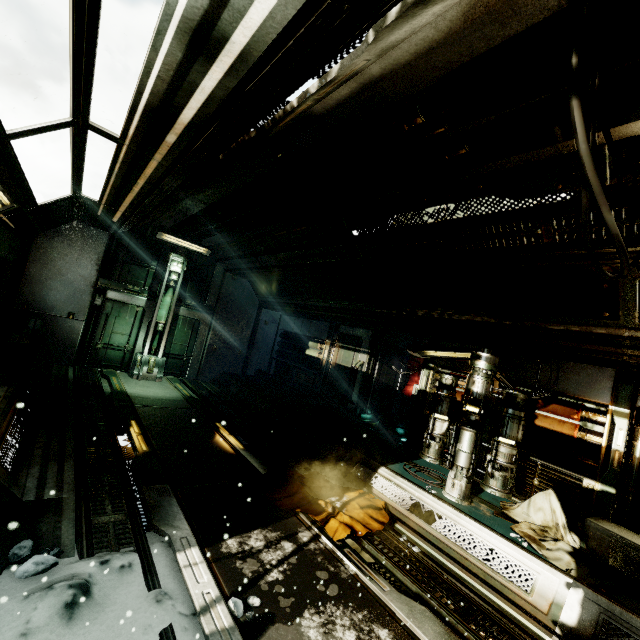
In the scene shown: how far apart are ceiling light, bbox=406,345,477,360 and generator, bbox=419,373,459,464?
0.57m

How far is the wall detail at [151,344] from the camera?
9.77m

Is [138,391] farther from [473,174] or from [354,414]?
[473,174]

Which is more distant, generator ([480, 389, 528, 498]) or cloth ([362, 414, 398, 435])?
cloth ([362, 414, 398, 435])

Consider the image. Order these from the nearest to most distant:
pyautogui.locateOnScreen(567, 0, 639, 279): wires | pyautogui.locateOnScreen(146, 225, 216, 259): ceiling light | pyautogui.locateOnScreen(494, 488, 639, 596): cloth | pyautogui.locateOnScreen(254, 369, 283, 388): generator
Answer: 1. pyautogui.locateOnScreen(567, 0, 639, 279): wires
2. pyautogui.locateOnScreen(494, 488, 639, 596): cloth
3. pyautogui.locateOnScreen(146, 225, 216, 259): ceiling light
4. pyautogui.locateOnScreen(254, 369, 283, 388): generator

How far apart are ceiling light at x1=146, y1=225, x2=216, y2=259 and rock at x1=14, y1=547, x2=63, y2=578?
8.62m

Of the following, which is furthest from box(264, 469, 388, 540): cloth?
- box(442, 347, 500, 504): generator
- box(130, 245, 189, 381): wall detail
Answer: box(130, 245, 189, 381): wall detail

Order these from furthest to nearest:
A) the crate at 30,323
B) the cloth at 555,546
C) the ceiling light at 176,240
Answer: Result: the ceiling light at 176,240 → the crate at 30,323 → the cloth at 555,546
